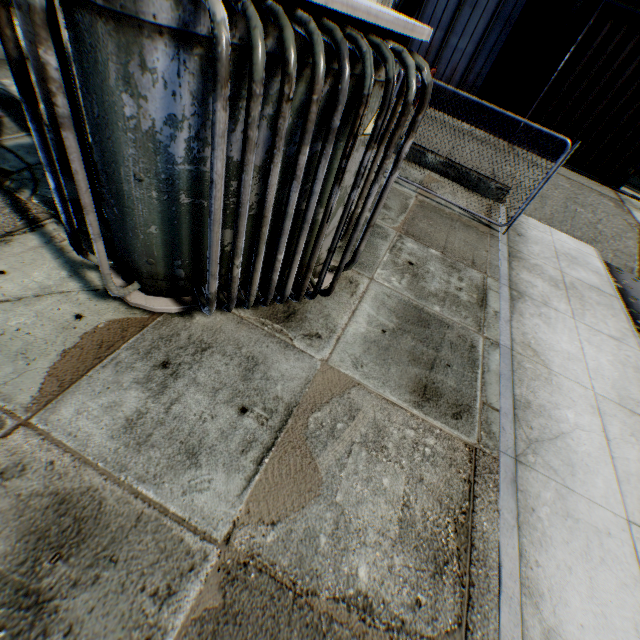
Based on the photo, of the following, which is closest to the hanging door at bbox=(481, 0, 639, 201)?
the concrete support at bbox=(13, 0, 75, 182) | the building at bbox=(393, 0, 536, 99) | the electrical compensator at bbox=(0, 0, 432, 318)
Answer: the building at bbox=(393, 0, 536, 99)

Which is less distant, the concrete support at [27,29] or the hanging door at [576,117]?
the concrete support at [27,29]

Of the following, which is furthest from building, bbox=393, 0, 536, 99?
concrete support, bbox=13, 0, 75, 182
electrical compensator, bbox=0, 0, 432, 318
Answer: concrete support, bbox=13, 0, 75, 182

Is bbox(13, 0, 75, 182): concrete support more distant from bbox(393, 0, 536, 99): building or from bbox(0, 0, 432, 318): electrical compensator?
bbox(393, 0, 536, 99): building

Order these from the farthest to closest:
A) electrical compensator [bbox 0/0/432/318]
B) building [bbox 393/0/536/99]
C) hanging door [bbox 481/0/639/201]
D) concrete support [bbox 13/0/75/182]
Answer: building [bbox 393/0/536/99] < hanging door [bbox 481/0/639/201] < concrete support [bbox 13/0/75/182] < electrical compensator [bbox 0/0/432/318]

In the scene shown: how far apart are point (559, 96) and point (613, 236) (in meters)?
6.18

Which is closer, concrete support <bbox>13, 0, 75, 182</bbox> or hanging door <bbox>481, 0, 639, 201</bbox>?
concrete support <bbox>13, 0, 75, 182</bbox>

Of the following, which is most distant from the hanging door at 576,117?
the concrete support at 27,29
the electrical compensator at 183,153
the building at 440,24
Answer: the concrete support at 27,29
